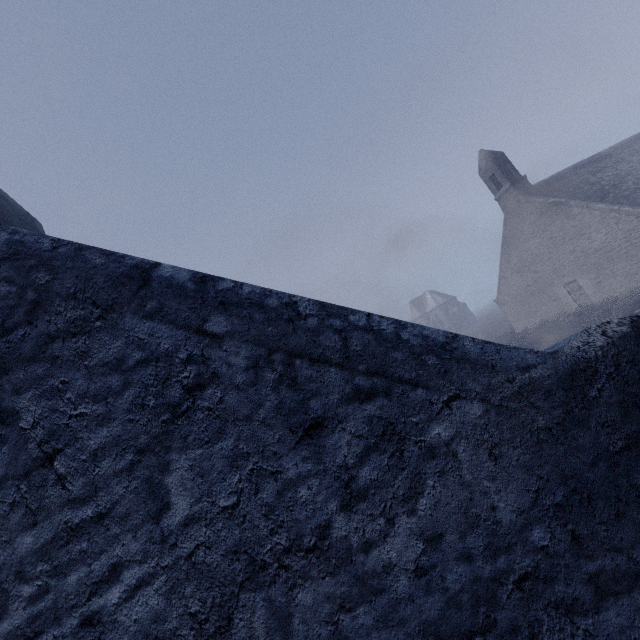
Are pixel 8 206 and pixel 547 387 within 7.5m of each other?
no

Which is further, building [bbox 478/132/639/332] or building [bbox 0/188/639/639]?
building [bbox 478/132/639/332]

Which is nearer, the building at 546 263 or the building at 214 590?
the building at 214 590
